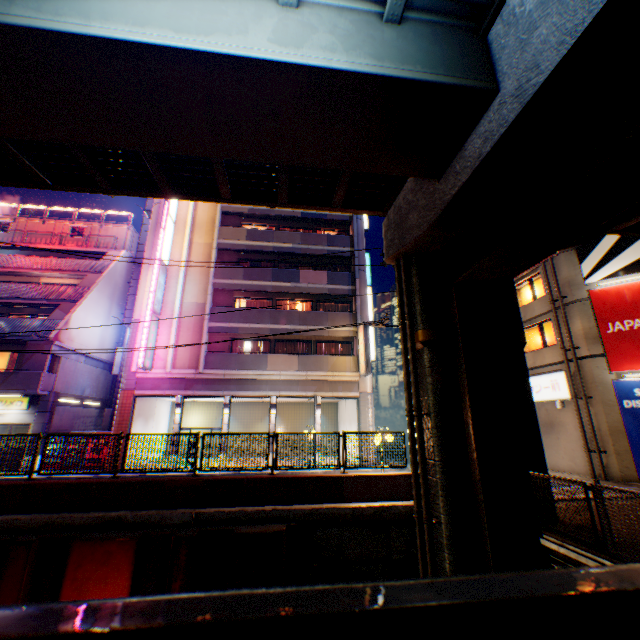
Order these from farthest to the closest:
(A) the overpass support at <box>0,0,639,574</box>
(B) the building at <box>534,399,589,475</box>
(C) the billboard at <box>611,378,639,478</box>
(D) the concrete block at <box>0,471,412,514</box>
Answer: (B) the building at <box>534,399,589,475</box>
(C) the billboard at <box>611,378,639,478</box>
(D) the concrete block at <box>0,471,412,514</box>
(A) the overpass support at <box>0,0,639,574</box>

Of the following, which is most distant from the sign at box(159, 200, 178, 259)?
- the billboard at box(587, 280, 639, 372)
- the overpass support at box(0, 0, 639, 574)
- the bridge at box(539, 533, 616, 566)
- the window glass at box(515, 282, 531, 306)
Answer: the billboard at box(587, 280, 639, 372)

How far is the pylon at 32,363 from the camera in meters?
18.5 m

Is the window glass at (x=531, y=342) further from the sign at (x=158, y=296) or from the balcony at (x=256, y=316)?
the sign at (x=158, y=296)

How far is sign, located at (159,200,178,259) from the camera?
20.9 meters

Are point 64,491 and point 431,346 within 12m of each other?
yes

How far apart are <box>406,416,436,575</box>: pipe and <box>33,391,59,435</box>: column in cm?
2095

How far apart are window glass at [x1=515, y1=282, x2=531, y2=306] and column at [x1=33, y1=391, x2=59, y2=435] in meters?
29.9 m
